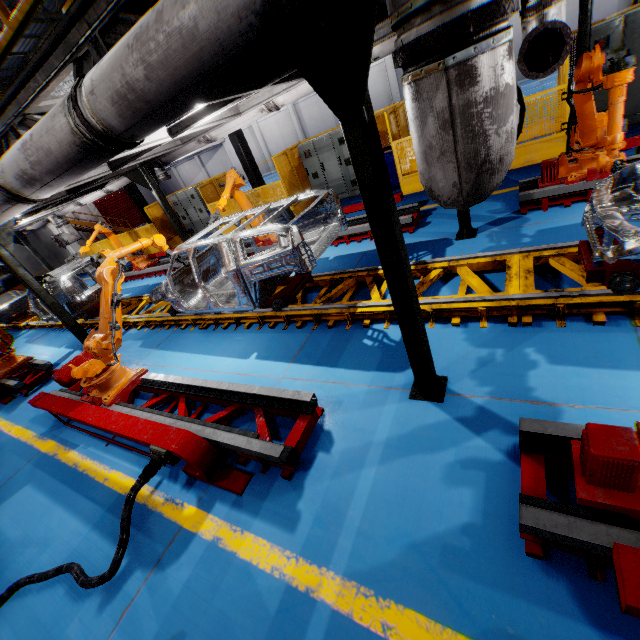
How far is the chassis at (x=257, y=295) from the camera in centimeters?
476cm

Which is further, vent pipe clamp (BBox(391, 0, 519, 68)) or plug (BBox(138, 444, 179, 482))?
plug (BBox(138, 444, 179, 482))

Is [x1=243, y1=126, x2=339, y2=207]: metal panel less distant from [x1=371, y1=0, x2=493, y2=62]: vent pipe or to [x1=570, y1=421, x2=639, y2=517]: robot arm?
[x1=570, y1=421, x2=639, y2=517]: robot arm

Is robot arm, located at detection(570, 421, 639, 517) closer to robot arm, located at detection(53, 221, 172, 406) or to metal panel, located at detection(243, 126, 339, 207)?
metal panel, located at detection(243, 126, 339, 207)

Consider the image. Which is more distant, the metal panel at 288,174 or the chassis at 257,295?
the metal panel at 288,174

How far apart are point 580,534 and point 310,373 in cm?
321

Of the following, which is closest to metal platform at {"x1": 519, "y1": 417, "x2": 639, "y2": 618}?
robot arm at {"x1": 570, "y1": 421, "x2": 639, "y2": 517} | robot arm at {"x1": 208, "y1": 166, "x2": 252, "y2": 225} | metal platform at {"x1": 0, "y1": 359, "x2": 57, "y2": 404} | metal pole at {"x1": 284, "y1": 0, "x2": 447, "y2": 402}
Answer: robot arm at {"x1": 570, "y1": 421, "x2": 639, "y2": 517}

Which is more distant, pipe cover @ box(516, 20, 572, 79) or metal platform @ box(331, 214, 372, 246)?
metal platform @ box(331, 214, 372, 246)
